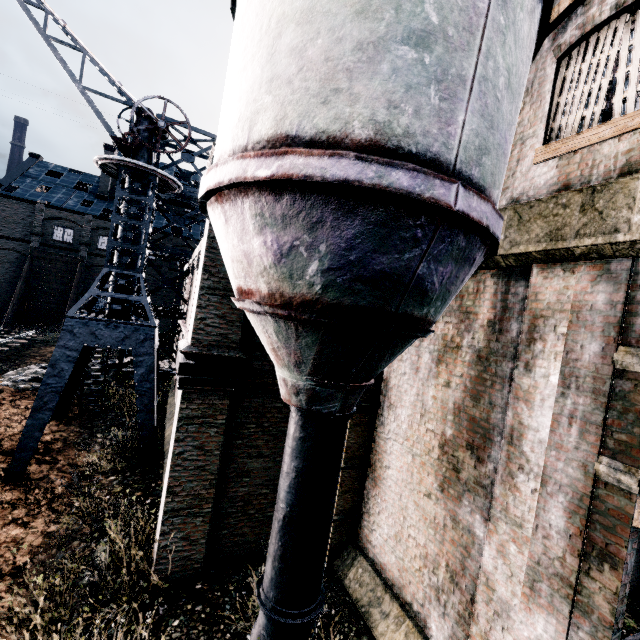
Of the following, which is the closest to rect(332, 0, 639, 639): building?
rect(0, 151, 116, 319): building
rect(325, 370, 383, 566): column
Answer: rect(325, 370, 383, 566): column

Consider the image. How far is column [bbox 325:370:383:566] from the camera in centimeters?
878cm

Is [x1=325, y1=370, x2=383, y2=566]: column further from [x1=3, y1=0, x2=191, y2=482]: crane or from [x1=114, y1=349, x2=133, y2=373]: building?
[x1=3, y1=0, x2=191, y2=482]: crane

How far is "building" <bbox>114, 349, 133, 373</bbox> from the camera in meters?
19.1 m

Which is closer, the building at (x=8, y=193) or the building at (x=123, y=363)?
the building at (x=123, y=363)

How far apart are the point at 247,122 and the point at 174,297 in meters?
44.2

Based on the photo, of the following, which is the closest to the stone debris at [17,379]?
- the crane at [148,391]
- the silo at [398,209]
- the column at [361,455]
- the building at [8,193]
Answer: the crane at [148,391]
